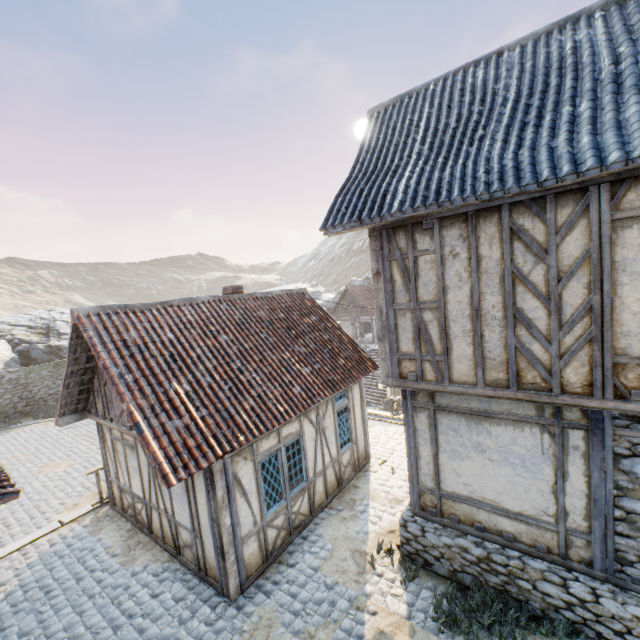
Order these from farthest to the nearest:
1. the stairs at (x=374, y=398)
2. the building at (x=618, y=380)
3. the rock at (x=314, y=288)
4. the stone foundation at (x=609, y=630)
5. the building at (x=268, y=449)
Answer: the rock at (x=314, y=288) → the stairs at (x=374, y=398) → the building at (x=268, y=449) → the stone foundation at (x=609, y=630) → the building at (x=618, y=380)

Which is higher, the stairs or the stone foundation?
the stone foundation

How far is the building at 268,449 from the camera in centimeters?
636cm

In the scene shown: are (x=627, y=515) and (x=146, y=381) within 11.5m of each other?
yes

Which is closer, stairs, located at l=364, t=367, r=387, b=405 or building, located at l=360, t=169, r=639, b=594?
building, located at l=360, t=169, r=639, b=594

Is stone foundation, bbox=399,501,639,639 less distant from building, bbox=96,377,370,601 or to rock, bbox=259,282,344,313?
building, bbox=96,377,370,601

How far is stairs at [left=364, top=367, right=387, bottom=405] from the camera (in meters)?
24.81

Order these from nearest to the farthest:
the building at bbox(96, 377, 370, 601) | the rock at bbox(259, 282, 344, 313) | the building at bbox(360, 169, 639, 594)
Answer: the building at bbox(360, 169, 639, 594)
the building at bbox(96, 377, 370, 601)
the rock at bbox(259, 282, 344, 313)
